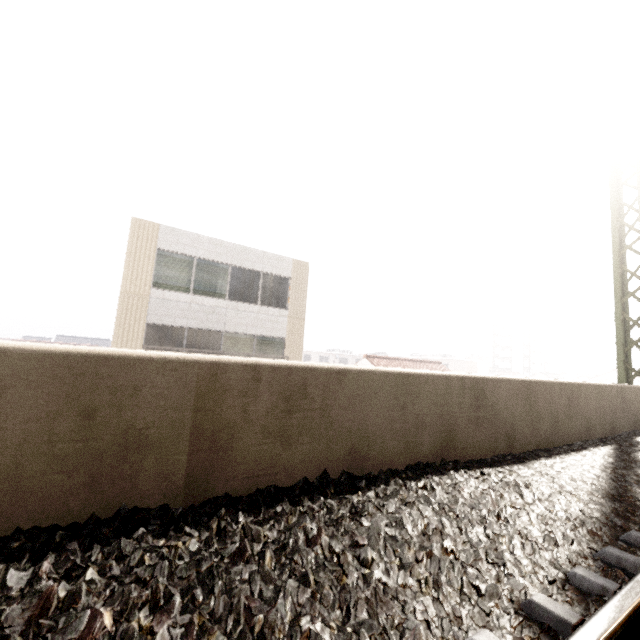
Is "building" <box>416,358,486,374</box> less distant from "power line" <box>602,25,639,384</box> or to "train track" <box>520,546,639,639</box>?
"power line" <box>602,25,639,384</box>

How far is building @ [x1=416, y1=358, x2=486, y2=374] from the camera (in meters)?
50.00

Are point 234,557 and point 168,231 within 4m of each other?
no

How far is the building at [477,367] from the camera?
50.0m

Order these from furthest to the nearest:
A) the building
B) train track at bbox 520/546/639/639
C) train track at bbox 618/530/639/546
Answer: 1. the building
2. train track at bbox 618/530/639/546
3. train track at bbox 520/546/639/639

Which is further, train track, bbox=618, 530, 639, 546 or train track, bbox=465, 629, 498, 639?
train track, bbox=618, 530, 639, 546

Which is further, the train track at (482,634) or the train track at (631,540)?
the train track at (631,540)

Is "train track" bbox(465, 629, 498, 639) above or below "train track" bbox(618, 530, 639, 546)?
above
